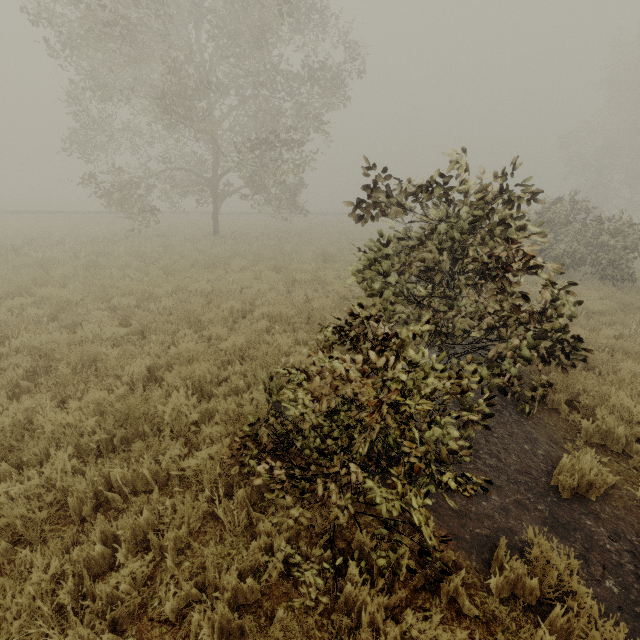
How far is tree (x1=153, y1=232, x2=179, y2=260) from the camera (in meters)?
13.00

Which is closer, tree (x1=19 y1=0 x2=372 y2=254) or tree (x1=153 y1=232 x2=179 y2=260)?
tree (x1=19 y1=0 x2=372 y2=254)

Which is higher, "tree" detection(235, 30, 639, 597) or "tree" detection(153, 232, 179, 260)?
"tree" detection(235, 30, 639, 597)

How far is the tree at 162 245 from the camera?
13.0 meters

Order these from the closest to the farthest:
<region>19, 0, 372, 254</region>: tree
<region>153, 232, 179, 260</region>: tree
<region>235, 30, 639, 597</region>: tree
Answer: <region>235, 30, 639, 597</region>: tree → <region>19, 0, 372, 254</region>: tree → <region>153, 232, 179, 260</region>: tree

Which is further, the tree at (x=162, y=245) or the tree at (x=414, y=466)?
the tree at (x=162, y=245)

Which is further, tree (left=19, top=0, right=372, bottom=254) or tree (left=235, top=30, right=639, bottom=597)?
tree (left=19, top=0, right=372, bottom=254)

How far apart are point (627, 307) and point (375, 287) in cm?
1041
